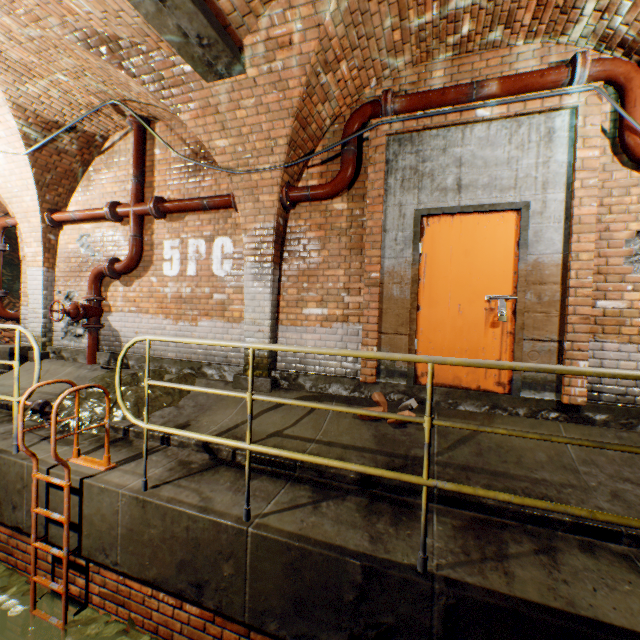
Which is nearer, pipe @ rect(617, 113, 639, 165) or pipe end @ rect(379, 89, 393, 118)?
pipe @ rect(617, 113, 639, 165)

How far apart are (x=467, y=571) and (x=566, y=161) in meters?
4.0 m

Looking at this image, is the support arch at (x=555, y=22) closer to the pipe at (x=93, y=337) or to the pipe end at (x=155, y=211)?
the pipe end at (x=155, y=211)

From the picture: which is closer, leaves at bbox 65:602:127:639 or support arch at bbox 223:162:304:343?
leaves at bbox 65:602:127:639

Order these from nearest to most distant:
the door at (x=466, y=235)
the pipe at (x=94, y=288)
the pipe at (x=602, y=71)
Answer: the pipe at (x=602, y=71) < the door at (x=466, y=235) < the pipe at (x=94, y=288)

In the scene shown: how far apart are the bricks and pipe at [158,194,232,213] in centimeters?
342cm

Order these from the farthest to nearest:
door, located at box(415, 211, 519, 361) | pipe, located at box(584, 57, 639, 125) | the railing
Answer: door, located at box(415, 211, 519, 361), pipe, located at box(584, 57, 639, 125), the railing

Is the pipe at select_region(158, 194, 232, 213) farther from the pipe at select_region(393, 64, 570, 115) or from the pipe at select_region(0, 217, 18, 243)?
the pipe at select_region(0, 217, 18, 243)
